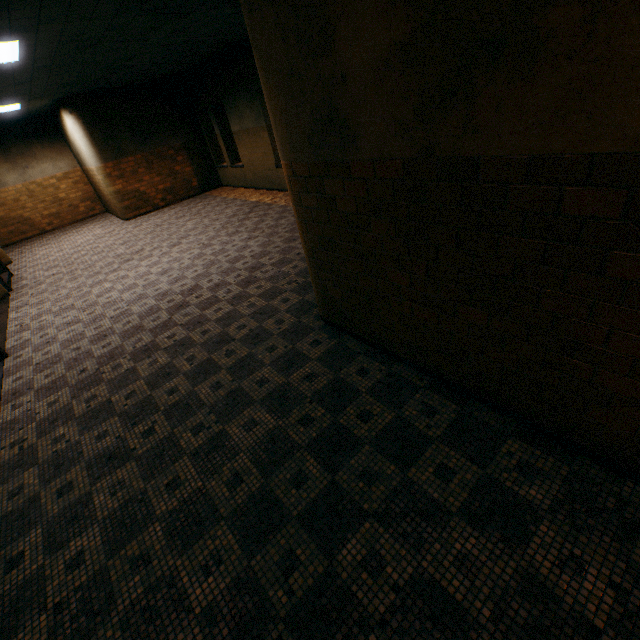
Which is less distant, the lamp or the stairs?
the lamp

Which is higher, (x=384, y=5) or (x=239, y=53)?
(x=239, y=53)

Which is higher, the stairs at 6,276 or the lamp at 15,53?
the lamp at 15,53

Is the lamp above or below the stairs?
above

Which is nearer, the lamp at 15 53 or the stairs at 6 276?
the lamp at 15 53
